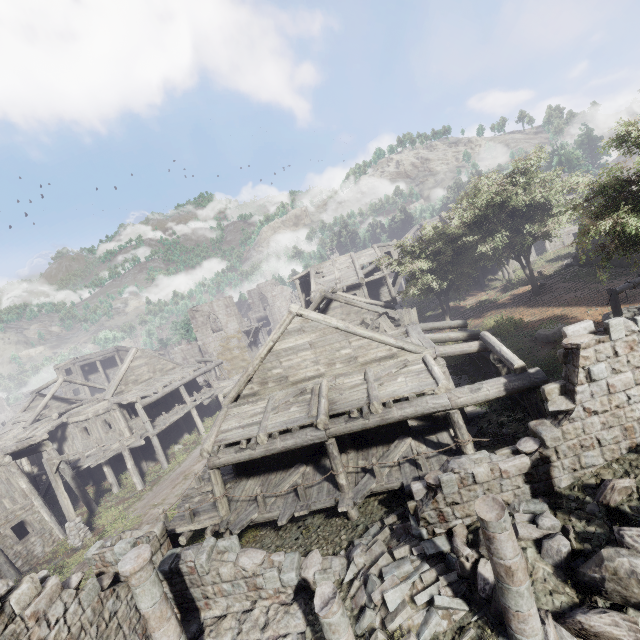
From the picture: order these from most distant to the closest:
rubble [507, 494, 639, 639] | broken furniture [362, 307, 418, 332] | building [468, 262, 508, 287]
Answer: building [468, 262, 508, 287] < broken furniture [362, 307, 418, 332] < rubble [507, 494, 639, 639]

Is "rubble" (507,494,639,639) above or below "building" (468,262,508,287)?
below

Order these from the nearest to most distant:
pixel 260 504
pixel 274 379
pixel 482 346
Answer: pixel 260 504 → pixel 482 346 → pixel 274 379

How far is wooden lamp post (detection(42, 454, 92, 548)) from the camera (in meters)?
16.23

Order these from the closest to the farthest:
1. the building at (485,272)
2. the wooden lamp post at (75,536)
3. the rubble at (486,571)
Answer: the rubble at (486,571) < the wooden lamp post at (75,536) < the building at (485,272)

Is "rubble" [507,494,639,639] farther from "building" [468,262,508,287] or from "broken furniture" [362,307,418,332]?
"broken furniture" [362,307,418,332]

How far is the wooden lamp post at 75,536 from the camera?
16.2 meters

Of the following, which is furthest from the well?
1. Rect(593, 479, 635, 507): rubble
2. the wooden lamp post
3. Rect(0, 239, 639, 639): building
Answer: the wooden lamp post
